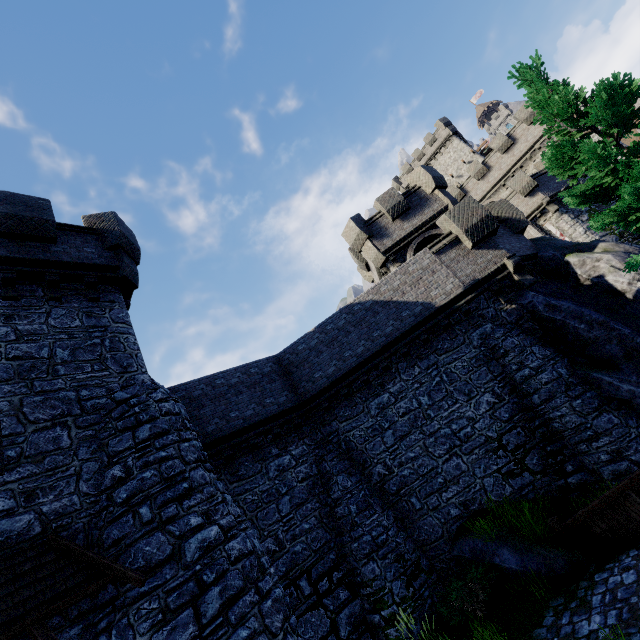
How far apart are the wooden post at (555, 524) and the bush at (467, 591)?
2.0m

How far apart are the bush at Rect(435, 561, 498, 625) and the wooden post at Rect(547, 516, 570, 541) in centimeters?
203cm

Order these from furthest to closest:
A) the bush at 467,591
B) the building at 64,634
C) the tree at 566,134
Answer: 1. the bush at 467,591
2. the tree at 566,134
3. the building at 64,634

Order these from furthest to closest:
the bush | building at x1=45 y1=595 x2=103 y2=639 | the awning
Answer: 1. the bush
2. building at x1=45 y1=595 x2=103 y2=639
3. the awning

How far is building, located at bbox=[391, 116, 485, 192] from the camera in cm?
4659

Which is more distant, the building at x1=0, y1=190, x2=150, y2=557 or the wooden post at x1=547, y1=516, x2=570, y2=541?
the wooden post at x1=547, y1=516, x2=570, y2=541

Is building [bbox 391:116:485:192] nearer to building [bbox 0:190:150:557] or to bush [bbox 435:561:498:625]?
bush [bbox 435:561:498:625]

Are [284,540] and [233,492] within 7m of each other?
yes
